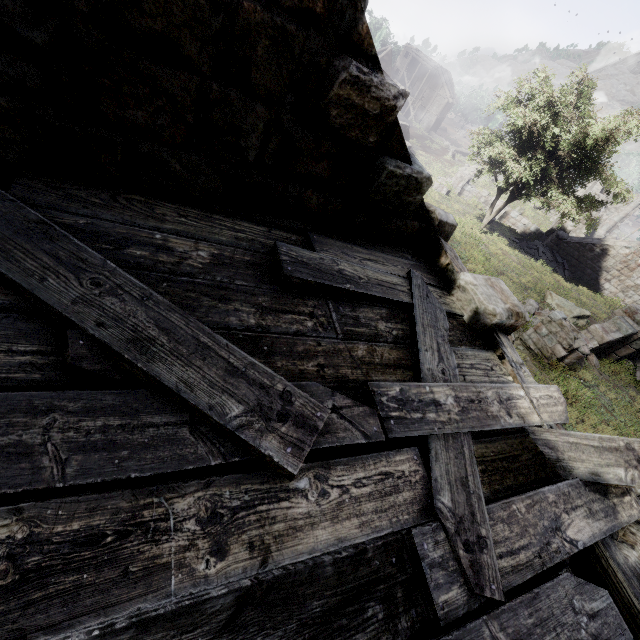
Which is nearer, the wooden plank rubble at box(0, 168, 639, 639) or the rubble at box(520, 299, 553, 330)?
the wooden plank rubble at box(0, 168, 639, 639)

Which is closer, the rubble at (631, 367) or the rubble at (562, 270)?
the rubble at (631, 367)

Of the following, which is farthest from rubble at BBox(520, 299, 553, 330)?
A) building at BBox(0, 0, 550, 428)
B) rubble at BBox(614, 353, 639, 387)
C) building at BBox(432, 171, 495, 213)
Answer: building at BBox(432, 171, 495, 213)

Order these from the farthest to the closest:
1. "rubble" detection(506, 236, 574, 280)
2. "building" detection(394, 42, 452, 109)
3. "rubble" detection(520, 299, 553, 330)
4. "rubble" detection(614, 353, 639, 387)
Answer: "building" detection(394, 42, 452, 109)
"rubble" detection(506, 236, 574, 280)
"rubble" detection(614, 353, 639, 387)
"rubble" detection(520, 299, 553, 330)

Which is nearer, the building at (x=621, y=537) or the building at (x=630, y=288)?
the building at (x=621, y=537)

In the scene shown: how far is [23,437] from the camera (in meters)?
1.16

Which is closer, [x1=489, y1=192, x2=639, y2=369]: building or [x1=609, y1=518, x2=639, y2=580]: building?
[x1=609, y1=518, x2=639, y2=580]: building

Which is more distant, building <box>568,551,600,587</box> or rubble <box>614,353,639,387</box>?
rubble <box>614,353,639,387</box>
